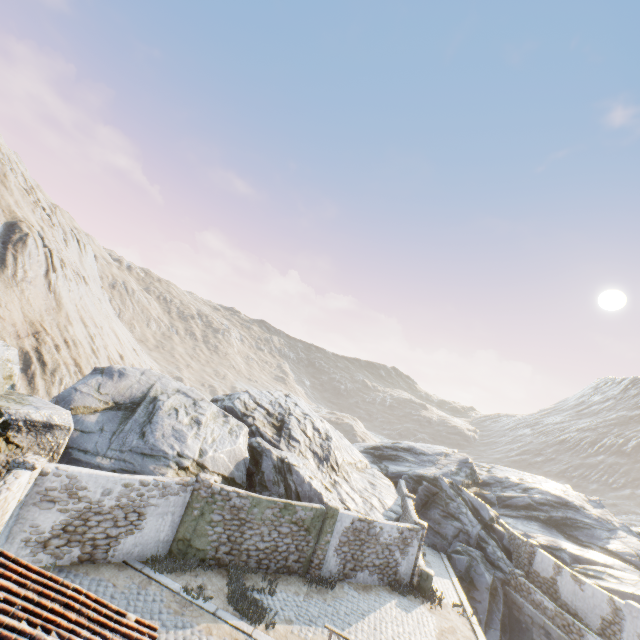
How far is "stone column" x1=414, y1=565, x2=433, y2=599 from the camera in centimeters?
1664cm

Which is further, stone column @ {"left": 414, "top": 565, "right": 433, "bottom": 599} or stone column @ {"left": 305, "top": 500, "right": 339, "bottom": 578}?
stone column @ {"left": 414, "top": 565, "right": 433, "bottom": 599}

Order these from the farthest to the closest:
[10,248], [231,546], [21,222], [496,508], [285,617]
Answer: [21,222] < [496,508] < [10,248] < [231,546] < [285,617]

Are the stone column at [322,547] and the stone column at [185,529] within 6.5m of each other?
yes

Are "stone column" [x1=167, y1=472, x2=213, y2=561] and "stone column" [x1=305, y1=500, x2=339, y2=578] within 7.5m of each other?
yes

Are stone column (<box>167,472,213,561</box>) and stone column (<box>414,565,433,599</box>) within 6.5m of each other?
no

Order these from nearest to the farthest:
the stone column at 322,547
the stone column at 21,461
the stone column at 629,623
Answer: the stone column at 21,461
the stone column at 322,547
the stone column at 629,623

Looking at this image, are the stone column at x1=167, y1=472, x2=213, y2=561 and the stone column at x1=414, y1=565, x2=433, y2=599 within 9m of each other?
no
